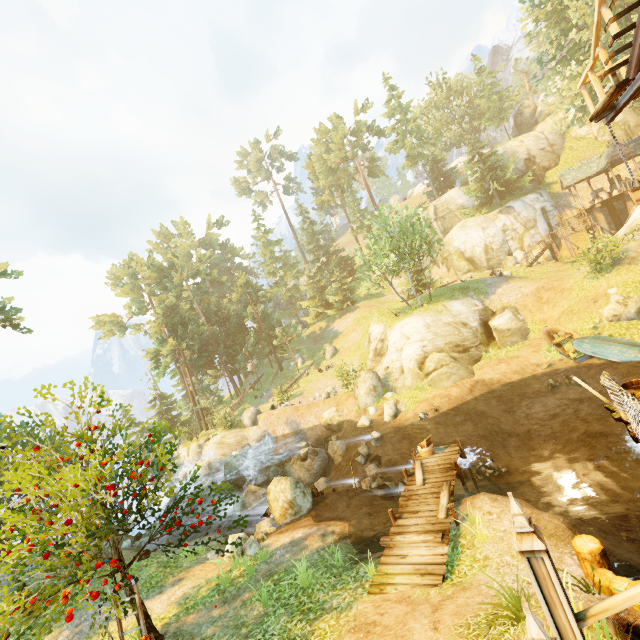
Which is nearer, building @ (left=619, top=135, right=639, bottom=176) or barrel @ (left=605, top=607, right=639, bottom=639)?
barrel @ (left=605, top=607, right=639, bottom=639)

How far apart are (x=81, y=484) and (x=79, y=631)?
8.0m

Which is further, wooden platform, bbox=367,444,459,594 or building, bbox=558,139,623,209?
building, bbox=558,139,623,209

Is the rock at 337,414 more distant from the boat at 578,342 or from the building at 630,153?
the building at 630,153

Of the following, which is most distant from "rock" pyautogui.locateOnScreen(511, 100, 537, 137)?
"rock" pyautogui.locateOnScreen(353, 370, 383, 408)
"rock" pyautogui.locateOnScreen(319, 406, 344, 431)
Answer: "rock" pyautogui.locateOnScreen(319, 406, 344, 431)

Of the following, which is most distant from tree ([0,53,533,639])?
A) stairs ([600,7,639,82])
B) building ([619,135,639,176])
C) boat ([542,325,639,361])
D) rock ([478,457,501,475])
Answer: stairs ([600,7,639,82])

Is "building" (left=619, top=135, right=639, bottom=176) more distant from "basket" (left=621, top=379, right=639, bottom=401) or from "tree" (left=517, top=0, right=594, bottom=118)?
"basket" (left=621, top=379, right=639, bottom=401)

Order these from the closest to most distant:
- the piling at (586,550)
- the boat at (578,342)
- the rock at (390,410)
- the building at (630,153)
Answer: the piling at (586,550) → the boat at (578,342) → the rock at (390,410) → the building at (630,153)
